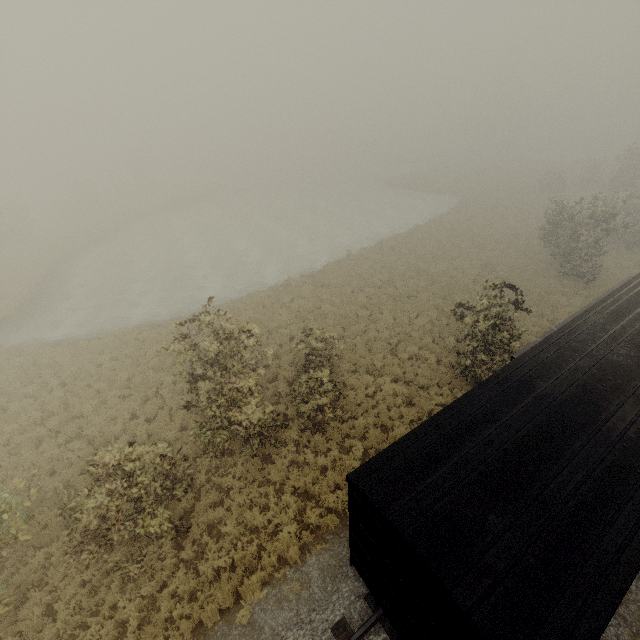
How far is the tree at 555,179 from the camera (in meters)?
42.22

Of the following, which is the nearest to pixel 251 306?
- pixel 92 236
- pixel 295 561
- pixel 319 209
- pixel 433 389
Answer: pixel 433 389

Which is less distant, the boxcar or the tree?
the boxcar

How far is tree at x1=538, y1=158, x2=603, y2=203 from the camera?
42.2m

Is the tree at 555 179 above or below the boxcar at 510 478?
below

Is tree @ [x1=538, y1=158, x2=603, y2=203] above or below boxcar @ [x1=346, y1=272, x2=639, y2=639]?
below
